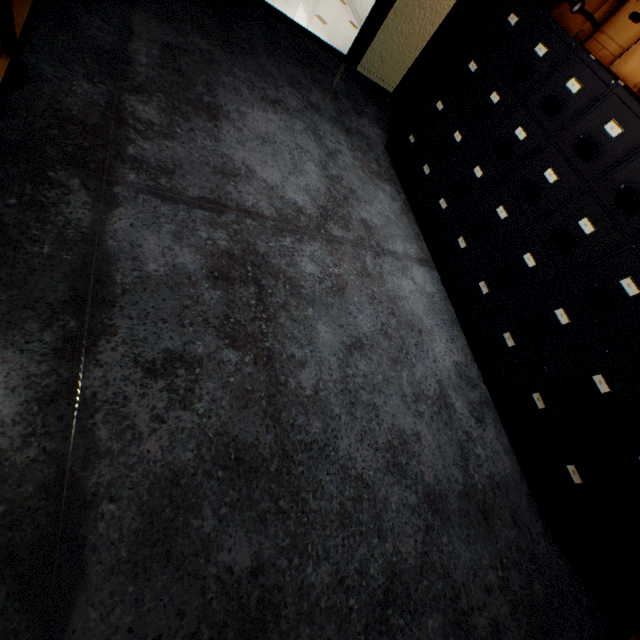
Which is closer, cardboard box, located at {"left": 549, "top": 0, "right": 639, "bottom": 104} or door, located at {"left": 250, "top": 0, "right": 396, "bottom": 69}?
cardboard box, located at {"left": 549, "top": 0, "right": 639, "bottom": 104}

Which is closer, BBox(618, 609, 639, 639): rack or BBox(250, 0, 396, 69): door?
BBox(618, 609, 639, 639): rack

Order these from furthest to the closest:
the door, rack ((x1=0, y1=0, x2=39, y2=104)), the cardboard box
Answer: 1. the door
2. the cardboard box
3. rack ((x1=0, y1=0, x2=39, y2=104))

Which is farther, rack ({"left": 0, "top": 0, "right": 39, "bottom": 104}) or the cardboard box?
the cardboard box

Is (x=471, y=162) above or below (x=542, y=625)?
above

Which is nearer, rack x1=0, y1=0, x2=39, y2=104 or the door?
rack x1=0, y1=0, x2=39, y2=104

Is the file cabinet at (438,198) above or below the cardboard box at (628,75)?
below

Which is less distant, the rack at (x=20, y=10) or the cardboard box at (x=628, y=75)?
the rack at (x=20, y=10)
